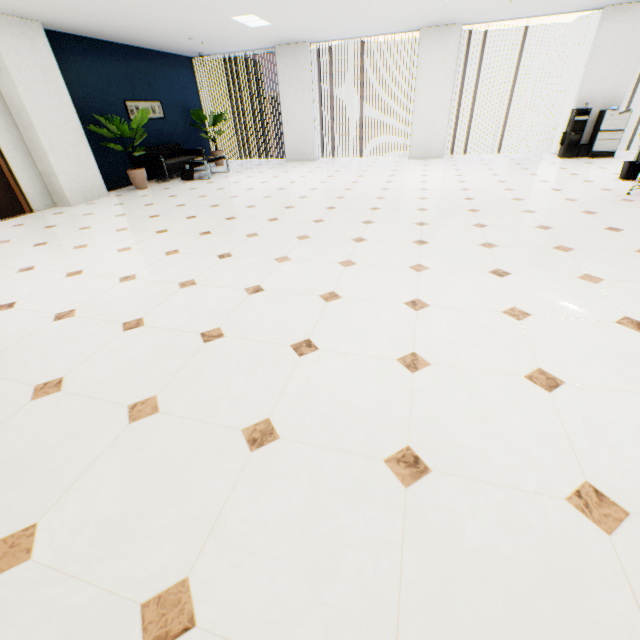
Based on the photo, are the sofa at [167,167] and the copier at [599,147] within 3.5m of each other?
no

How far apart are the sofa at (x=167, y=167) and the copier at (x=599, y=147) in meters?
10.6

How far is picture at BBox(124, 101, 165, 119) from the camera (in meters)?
8.16

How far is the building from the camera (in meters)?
57.95

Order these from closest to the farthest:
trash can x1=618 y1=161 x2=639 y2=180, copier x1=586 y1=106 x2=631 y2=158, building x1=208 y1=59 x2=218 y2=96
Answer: trash can x1=618 y1=161 x2=639 y2=180 → copier x1=586 y1=106 x2=631 y2=158 → building x1=208 y1=59 x2=218 y2=96

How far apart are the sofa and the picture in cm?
68

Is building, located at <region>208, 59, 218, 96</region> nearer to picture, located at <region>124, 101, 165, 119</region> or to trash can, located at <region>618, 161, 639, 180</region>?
picture, located at <region>124, 101, 165, 119</region>

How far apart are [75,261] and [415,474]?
4.5 meters
